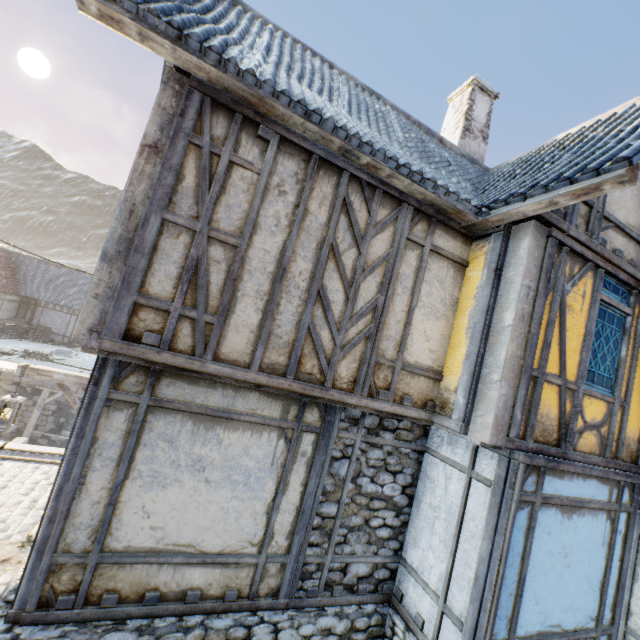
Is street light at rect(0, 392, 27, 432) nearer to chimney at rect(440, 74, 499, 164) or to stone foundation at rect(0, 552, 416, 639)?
stone foundation at rect(0, 552, 416, 639)

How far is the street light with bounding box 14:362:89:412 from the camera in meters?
5.5

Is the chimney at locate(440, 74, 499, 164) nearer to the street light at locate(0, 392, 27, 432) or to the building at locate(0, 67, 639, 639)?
the building at locate(0, 67, 639, 639)

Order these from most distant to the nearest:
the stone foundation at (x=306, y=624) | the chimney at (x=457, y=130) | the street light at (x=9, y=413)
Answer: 1. the chimney at (x=457, y=130)
2. the street light at (x=9, y=413)
3. the stone foundation at (x=306, y=624)

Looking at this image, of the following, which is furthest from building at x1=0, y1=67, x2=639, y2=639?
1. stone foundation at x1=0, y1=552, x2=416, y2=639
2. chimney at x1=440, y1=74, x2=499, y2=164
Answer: chimney at x1=440, y1=74, x2=499, y2=164

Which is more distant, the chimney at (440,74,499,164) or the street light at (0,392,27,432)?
the chimney at (440,74,499,164)

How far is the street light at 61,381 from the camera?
5.54m

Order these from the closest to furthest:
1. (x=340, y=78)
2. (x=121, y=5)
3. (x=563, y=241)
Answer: (x=121, y=5) < (x=563, y=241) < (x=340, y=78)
